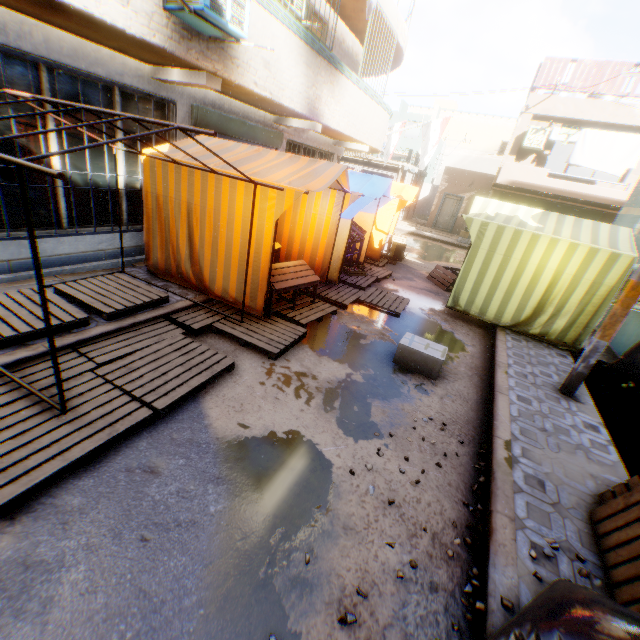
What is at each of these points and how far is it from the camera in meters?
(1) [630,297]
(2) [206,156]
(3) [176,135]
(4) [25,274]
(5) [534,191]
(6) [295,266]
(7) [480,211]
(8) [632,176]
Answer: (1) electric pole, 4.3 m
(2) tent, 5.4 m
(3) building, 6.3 m
(4) building, 4.9 m
(5) balcony, 14.7 m
(6) table, 6.3 m
(7) tent, 7.4 m
(8) building, 14.2 m

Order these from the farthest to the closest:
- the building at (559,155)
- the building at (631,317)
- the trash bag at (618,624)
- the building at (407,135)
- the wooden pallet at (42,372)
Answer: the building at (407,135) → the building at (559,155) → the building at (631,317) → the wooden pallet at (42,372) → the trash bag at (618,624)

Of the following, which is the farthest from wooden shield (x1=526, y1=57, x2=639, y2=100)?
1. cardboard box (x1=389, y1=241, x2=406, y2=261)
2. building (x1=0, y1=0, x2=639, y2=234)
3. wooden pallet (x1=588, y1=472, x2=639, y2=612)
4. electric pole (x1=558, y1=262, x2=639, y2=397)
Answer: wooden pallet (x1=588, y1=472, x2=639, y2=612)

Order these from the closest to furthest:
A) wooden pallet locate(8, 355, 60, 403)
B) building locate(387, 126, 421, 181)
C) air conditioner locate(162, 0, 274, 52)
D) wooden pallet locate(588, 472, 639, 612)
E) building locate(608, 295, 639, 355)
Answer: wooden pallet locate(588, 472, 639, 612) < wooden pallet locate(8, 355, 60, 403) < air conditioner locate(162, 0, 274, 52) < building locate(608, 295, 639, 355) < building locate(387, 126, 421, 181)

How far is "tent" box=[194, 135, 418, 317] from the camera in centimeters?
477cm

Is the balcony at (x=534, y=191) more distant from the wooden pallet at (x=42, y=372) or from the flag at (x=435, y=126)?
the wooden pallet at (x=42, y=372)

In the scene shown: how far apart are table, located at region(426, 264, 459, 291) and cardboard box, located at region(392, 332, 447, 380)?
4.0 meters

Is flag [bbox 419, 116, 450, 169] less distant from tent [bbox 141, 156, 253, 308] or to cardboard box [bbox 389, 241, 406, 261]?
tent [bbox 141, 156, 253, 308]
